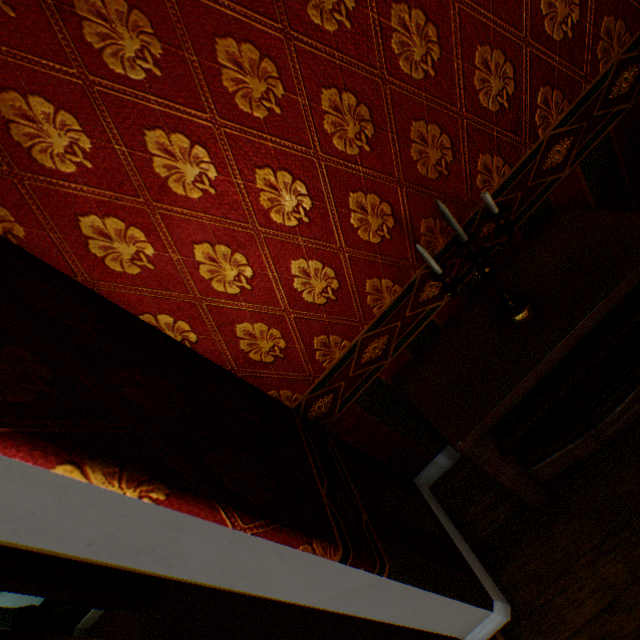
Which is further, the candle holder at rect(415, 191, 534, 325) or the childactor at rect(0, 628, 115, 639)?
the childactor at rect(0, 628, 115, 639)

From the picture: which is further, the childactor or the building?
the childactor

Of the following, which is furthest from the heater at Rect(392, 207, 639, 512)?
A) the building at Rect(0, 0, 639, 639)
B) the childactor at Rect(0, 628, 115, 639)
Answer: the childactor at Rect(0, 628, 115, 639)

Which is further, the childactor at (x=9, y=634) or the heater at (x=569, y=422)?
the childactor at (x=9, y=634)

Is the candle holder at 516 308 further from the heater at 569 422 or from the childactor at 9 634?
the childactor at 9 634

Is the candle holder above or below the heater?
above

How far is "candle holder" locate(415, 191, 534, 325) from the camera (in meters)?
1.17

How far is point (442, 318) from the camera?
1.66m
